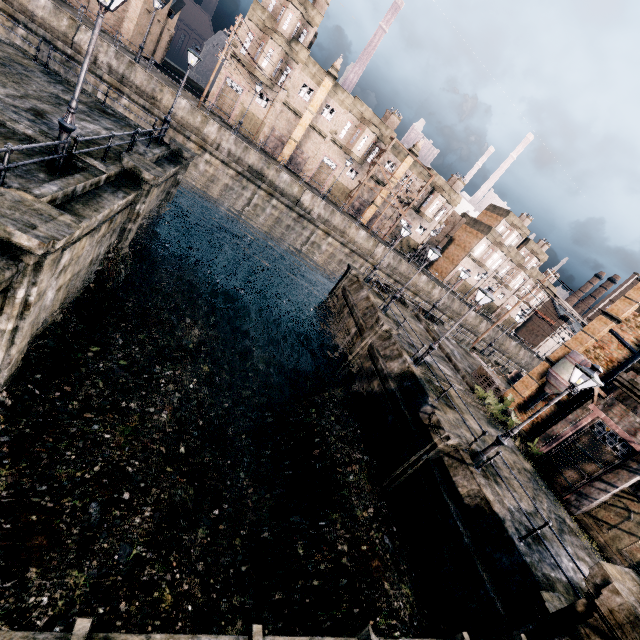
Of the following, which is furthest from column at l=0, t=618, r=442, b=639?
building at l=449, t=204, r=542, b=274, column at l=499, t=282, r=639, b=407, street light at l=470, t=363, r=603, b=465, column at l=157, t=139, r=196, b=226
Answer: building at l=449, t=204, r=542, b=274

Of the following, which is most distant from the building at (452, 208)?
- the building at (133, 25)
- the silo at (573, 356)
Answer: the silo at (573, 356)

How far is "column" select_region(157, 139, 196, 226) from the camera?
20.95m

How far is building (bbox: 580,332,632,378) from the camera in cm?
2034

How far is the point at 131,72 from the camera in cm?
3011

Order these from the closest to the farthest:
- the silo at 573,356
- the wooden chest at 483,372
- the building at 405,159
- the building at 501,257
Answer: the silo at 573,356 < the wooden chest at 483,372 < the building at 405,159 < the building at 501,257

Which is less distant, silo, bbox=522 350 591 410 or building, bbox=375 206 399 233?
silo, bbox=522 350 591 410

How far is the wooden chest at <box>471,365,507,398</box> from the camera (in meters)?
23.78
